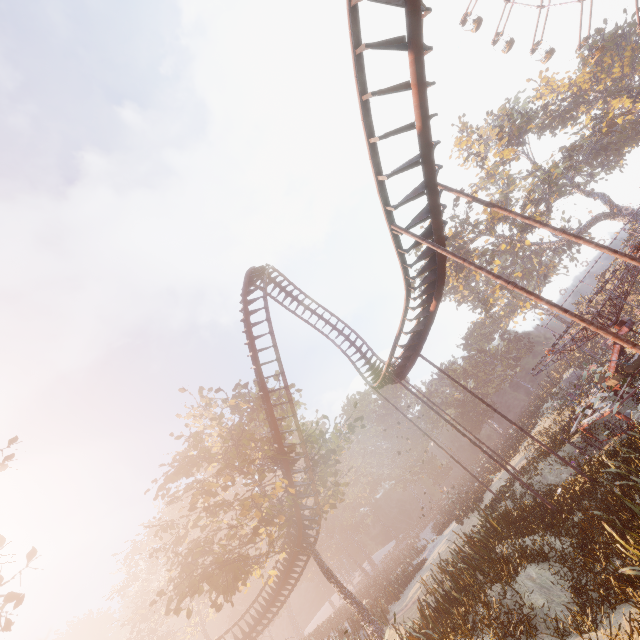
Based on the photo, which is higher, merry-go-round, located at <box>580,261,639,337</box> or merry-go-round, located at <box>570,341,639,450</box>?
merry-go-round, located at <box>580,261,639,337</box>

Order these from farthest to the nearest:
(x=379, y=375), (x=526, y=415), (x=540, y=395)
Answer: (x=526, y=415) < (x=540, y=395) < (x=379, y=375)

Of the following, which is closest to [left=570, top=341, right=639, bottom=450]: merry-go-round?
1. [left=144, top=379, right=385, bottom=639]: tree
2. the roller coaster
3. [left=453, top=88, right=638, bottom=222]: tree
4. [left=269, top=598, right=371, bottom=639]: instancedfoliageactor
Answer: the roller coaster

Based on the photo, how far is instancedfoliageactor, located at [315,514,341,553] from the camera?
55.38m

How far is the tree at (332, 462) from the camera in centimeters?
2181cm

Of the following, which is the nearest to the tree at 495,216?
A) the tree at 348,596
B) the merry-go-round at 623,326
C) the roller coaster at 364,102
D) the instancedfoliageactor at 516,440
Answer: the instancedfoliageactor at 516,440

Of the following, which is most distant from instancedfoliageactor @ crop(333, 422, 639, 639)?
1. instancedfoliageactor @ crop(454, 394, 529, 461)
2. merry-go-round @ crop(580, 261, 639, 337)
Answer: instancedfoliageactor @ crop(454, 394, 529, 461)

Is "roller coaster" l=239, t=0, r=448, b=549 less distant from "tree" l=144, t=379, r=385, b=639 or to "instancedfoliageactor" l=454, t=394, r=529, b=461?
"tree" l=144, t=379, r=385, b=639
